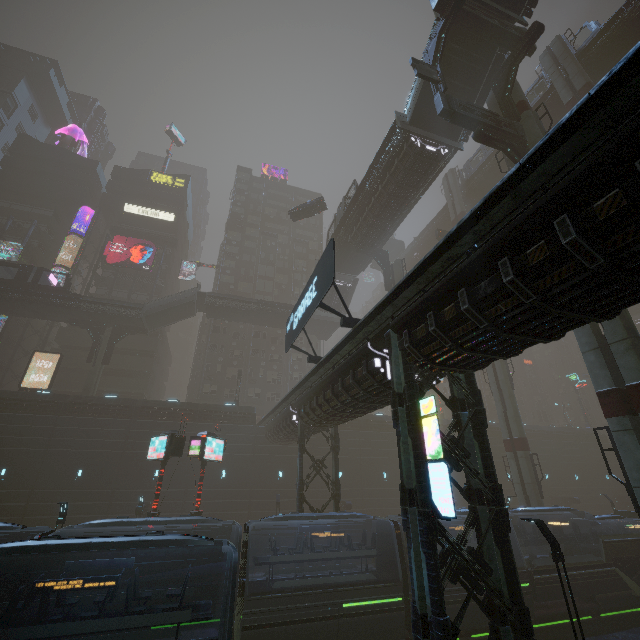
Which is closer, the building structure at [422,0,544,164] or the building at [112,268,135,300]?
the building structure at [422,0,544,164]

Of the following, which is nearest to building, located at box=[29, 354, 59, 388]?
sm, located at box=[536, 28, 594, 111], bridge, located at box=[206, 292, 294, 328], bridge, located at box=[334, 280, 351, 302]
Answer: sm, located at box=[536, 28, 594, 111]

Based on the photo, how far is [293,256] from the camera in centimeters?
5738cm

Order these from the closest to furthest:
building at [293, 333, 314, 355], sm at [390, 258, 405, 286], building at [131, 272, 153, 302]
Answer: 1. sm at [390, 258, 405, 286]
2. building at [131, 272, 153, 302]
3. building at [293, 333, 314, 355]

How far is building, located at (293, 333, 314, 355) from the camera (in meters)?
50.56

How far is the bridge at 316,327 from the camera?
43.59m

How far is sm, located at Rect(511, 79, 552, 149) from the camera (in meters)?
18.59

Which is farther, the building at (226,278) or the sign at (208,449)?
the building at (226,278)
